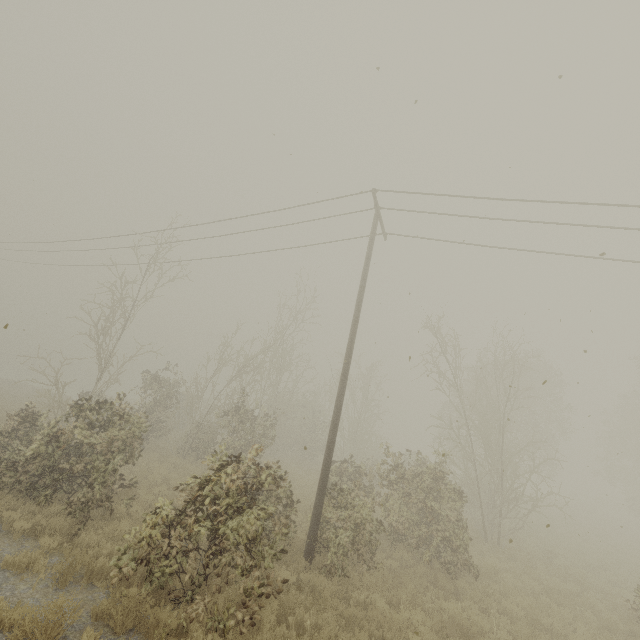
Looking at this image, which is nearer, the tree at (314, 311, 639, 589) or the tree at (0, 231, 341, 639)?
the tree at (0, 231, 341, 639)

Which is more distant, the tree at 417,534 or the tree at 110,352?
the tree at 417,534

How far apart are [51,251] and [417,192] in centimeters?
2453cm
